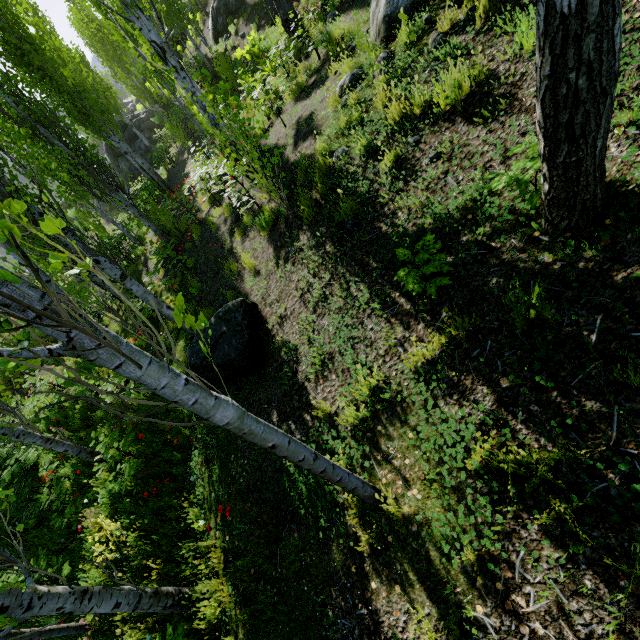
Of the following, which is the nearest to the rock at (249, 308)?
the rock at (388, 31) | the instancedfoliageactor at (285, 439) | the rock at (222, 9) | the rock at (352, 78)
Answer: the instancedfoliageactor at (285, 439)

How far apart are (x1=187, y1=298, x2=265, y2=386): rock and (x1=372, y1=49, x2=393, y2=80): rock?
4.2m

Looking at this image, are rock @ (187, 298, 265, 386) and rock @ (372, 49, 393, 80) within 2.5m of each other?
no

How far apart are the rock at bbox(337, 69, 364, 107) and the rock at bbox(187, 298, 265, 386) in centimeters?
412cm

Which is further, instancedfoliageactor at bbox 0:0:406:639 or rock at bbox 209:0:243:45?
rock at bbox 209:0:243:45

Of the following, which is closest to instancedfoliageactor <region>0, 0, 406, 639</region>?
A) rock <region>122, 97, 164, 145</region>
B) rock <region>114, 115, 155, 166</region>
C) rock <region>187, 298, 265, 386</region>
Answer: rock <region>122, 97, 164, 145</region>

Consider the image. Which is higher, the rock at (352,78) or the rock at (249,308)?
the rock at (352,78)

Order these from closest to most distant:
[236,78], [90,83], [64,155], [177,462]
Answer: [177,462], [64,155], [90,83], [236,78]
